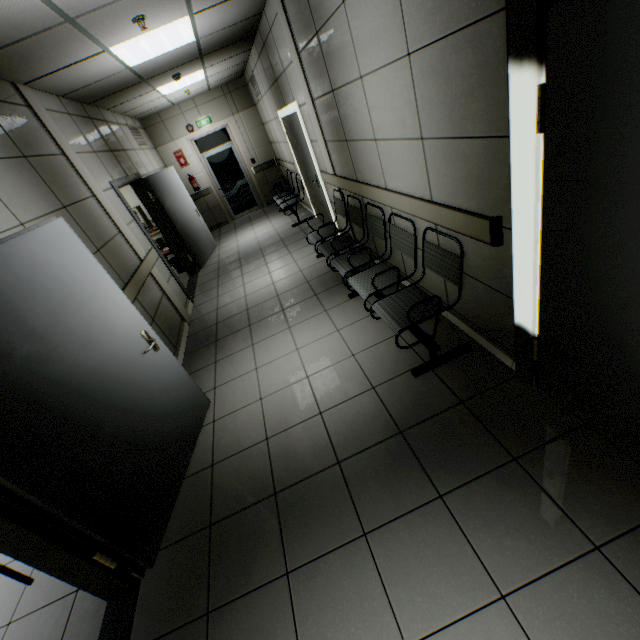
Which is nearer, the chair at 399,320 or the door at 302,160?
the chair at 399,320

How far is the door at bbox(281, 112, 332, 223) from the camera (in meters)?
5.38

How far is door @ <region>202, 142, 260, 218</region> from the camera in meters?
9.5 m

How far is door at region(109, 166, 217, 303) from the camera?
5.4m

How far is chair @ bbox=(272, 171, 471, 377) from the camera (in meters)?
2.51

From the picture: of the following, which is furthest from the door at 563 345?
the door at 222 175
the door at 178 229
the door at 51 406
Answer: the door at 222 175

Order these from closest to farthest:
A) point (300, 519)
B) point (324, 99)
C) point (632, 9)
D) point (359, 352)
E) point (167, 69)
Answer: point (632, 9), point (300, 519), point (359, 352), point (324, 99), point (167, 69)

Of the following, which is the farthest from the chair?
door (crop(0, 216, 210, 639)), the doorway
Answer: door (crop(0, 216, 210, 639))
